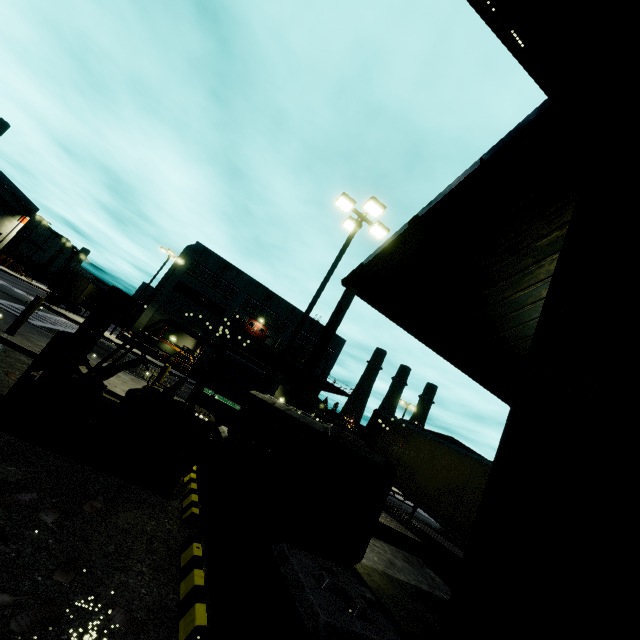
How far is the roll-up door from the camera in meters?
33.7

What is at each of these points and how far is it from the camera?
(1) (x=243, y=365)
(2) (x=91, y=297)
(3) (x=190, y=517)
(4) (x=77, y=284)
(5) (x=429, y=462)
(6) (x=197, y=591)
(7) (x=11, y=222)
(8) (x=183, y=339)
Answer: (1) roll-up door, 34.8m
(2) semi trailer, 35.7m
(3) curb, 4.2m
(4) semi trailer door, 32.9m
(5) semi trailer, 13.5m
(6) curb, 2.8m
(7) building, 50.1m
(8) building, 39.9m

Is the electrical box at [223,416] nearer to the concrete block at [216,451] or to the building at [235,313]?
the concrete block at [216,451]

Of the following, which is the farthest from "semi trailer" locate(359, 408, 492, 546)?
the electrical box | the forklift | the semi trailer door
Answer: the electrical box

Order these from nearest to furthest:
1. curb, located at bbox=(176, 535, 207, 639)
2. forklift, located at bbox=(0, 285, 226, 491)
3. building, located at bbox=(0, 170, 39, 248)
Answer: curb, located at bbox=(176, 535, 207, 639)
forklift, located at bbox=(0, 285, 226, 491)
building, located at bbox=(0, 170, 39, 248)

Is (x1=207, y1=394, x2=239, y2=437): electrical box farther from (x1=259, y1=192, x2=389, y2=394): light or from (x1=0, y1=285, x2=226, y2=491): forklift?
(x1=0, y1=285, x2=226, y2=491): forklift

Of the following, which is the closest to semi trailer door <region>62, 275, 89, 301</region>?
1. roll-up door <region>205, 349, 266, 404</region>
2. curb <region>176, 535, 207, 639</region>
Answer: roll-up door <region>205, 349, 266, 404</region>

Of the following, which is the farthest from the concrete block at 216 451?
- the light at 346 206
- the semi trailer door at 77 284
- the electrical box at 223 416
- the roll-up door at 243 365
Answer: the semi trailer door at 77 284
